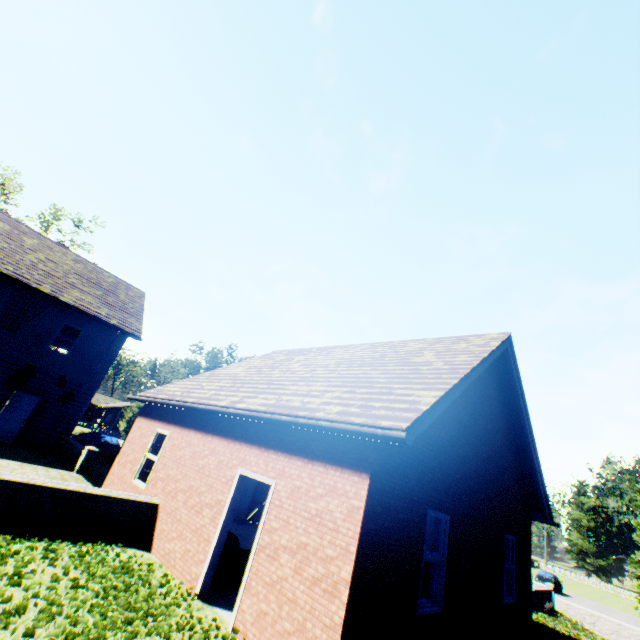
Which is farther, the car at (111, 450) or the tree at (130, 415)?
the tree at (130, 415)

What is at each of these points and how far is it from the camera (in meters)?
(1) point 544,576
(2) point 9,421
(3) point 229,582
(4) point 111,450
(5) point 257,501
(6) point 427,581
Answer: (1) car, 34.66
(2) door, 14.98
(3) sofa, 6.49
(4) car, 22.30
(5) garage door, 14.87
(6) sofa, 10.48

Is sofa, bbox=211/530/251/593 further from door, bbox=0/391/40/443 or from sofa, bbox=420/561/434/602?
door, bbox=0/391/40/443

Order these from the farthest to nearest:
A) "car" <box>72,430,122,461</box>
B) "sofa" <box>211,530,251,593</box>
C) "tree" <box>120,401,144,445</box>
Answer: "tree" <box>120,401,144,445</box>
"car" <box>72,430,122,461</box>
"sofa" <box>211,530,251,593</box>

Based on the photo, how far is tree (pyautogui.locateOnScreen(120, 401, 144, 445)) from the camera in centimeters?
4178cm

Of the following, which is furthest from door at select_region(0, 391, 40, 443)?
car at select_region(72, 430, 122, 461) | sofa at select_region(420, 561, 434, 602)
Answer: sofa at select_region(420, 561, 434, 602)

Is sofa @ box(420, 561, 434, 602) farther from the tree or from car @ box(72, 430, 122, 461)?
the tree

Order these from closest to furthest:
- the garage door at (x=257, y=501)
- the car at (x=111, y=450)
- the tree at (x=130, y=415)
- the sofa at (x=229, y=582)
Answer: the sofa at (x=229, y=582) < the garage door at (x=257, y=501) < the car at (x=111, y=450) < the tree at (x=130, y=415)
